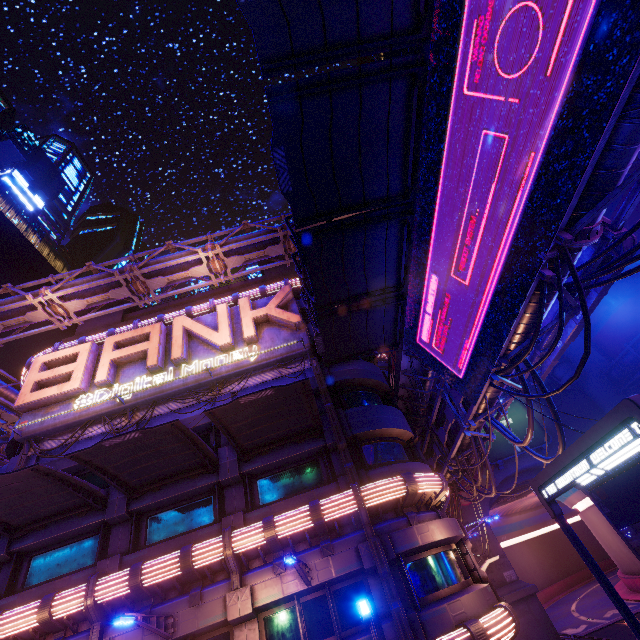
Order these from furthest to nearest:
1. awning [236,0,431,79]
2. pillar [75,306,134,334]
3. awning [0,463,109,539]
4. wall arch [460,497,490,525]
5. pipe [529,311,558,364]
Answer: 1. wall arch [460,497,490,525]
2. pillar [75,306,134,334]
3. awning [0,463,109,539]
4. pipe [529,311,558,364]
5. awning [236,0,431,79]

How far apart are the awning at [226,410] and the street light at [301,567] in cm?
450

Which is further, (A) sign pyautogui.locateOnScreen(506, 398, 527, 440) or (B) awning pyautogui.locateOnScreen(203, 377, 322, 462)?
(A) sign pyautogui.locateOnScreen(506, 398, 527, 440)

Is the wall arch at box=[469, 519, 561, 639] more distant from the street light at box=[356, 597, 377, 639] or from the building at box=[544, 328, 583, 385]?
the street light at box=[356, 597, 377, 639]

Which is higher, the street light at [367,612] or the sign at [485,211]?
the sign at [485,211]

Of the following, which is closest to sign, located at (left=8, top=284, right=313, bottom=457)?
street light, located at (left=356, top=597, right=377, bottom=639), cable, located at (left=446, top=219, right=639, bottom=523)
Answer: cable, located at (left=446, top=219, right=639, bottom=523)

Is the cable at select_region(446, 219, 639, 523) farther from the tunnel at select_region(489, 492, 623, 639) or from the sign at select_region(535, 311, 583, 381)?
the tunnel at select_region(489, 492, 623, 639)

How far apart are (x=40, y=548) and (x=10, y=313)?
13.7m
